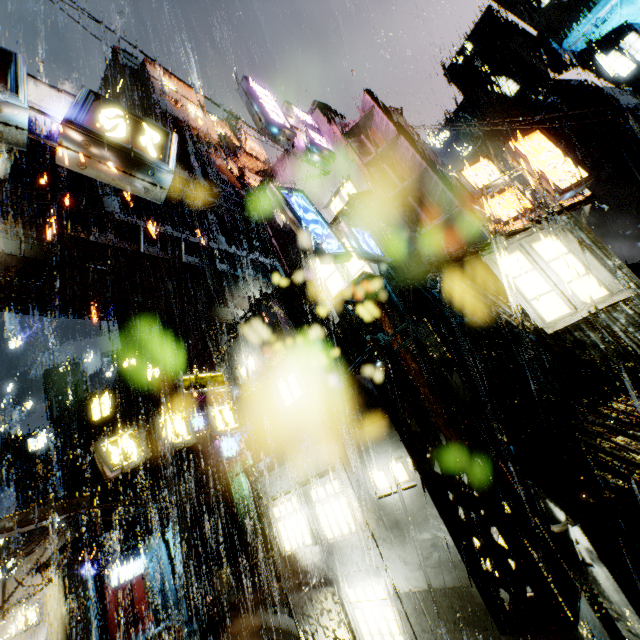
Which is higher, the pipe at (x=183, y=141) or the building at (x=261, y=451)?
the pipe at (x=183, y=141)

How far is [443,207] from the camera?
10.8m

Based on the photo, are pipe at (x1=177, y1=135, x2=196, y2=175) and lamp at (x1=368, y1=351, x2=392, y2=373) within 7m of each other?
no

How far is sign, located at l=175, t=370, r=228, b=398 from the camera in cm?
1410

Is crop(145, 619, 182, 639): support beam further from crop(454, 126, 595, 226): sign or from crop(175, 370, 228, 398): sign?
crop(454, 126, 595, 226): sign

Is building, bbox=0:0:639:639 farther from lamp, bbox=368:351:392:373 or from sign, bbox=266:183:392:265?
lamp, bbox=368:351:392:373

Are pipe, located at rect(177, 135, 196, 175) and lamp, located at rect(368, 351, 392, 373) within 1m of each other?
no

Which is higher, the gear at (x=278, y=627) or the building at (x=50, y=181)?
the building at (x=50, y=181)
